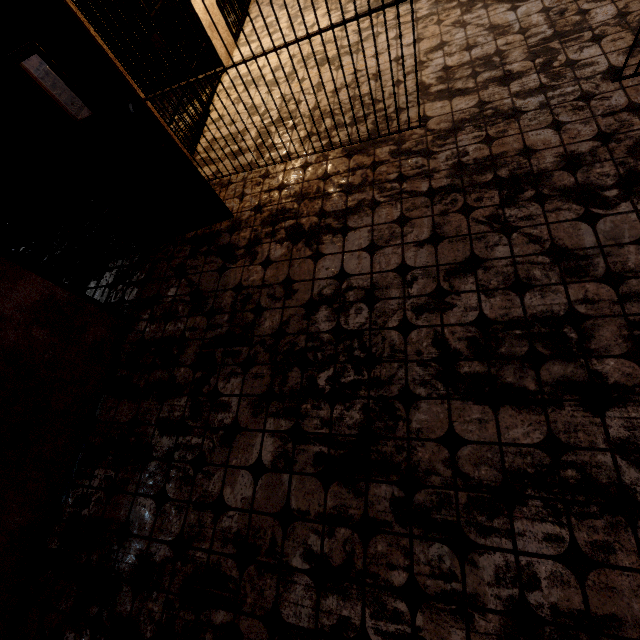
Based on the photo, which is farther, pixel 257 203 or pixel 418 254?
pixel 257 203

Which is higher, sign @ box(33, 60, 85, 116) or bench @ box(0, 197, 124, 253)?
sign @ box(33, 60, 85, 116)

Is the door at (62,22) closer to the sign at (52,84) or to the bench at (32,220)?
the sign at (52,84)

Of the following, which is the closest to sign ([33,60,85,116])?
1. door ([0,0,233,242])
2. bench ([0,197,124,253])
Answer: door ([0,0,233,242])

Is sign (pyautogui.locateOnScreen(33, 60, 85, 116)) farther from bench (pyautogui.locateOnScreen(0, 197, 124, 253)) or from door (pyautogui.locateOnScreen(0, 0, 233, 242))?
bench (pyautogui.locateOnScreen(0, 197, 124, 253))

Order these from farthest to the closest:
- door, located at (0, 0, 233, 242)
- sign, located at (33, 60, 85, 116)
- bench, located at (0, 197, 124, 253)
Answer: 1. bench, located at (0, 197, 124, 253)
2. sign, located at (33, 60, 85, 116)
3. door, located at (0, 0, 233, 242)

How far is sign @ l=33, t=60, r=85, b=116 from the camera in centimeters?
266cm
